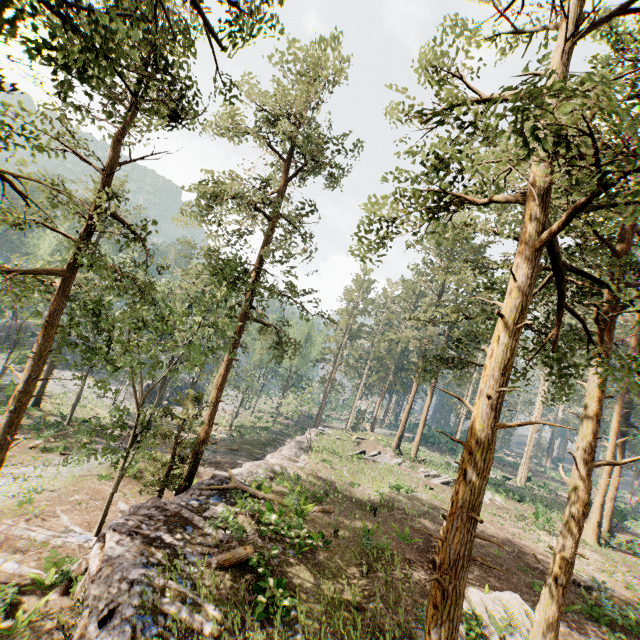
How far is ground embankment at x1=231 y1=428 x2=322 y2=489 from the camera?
20.25m

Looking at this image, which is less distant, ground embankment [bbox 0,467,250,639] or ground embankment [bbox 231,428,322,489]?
ground embankment [bbox 0,467,250,639]

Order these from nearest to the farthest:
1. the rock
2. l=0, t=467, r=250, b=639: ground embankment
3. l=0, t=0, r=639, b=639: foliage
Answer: l=0, t=0, r=639, b=639: foliage < l=0, t=467, r=250, b=639: ground embankment < the rock

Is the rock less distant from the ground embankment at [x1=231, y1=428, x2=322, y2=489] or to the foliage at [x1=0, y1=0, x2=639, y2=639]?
the foliage at [x1=0, y1=0, x2=639, y2=639]

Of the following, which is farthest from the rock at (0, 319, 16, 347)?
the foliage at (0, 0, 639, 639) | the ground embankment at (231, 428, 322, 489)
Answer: the ground embankment at (231, 428, 322, 489)

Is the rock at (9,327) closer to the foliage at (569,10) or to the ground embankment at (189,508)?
the foliage at (569,10)

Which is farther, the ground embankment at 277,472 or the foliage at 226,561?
the ground embankment at 277,472

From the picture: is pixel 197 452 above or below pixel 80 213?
below
